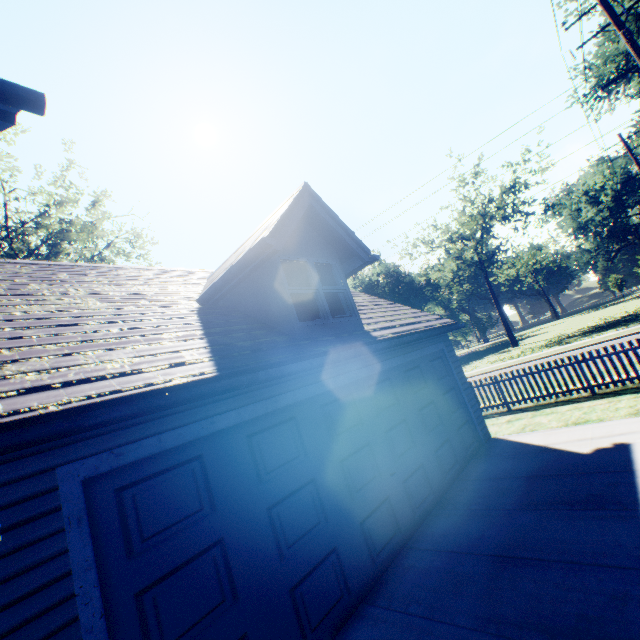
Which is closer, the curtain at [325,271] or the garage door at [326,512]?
the garage door at [326,512]

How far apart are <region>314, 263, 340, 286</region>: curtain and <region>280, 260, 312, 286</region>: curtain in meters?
0.1

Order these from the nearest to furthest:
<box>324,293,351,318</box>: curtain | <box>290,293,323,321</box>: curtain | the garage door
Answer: the garage door
<box>290,293,323,321</box>: curtain
<box>324,293,351,318</box>: curtain

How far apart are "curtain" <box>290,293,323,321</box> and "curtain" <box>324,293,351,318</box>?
0.22m

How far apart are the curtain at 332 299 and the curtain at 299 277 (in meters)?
0.31

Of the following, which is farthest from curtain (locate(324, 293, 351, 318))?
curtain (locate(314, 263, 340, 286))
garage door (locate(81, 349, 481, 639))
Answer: garage door (locate(81, 349, 481, 639))

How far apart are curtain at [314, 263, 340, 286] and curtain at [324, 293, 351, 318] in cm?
12

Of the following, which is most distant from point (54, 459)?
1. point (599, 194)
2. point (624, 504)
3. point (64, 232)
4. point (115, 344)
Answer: point (599, 194)
